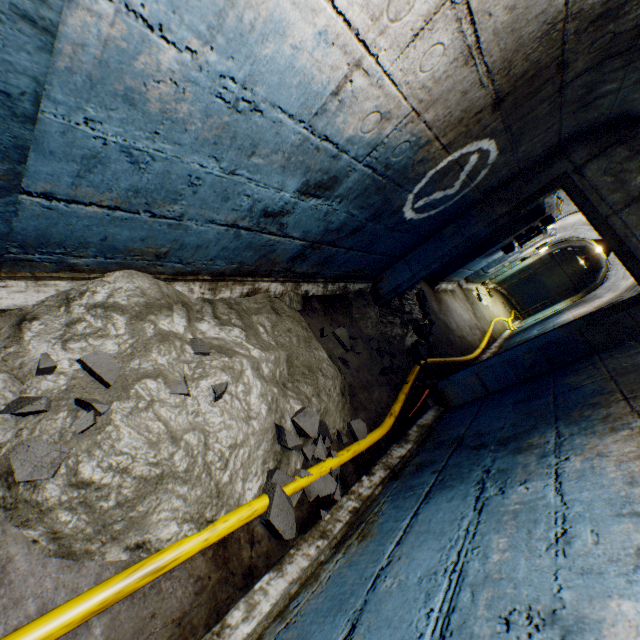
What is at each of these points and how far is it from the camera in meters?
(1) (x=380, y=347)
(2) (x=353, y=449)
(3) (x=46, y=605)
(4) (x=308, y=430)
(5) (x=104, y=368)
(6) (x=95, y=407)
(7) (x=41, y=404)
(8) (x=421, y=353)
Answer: (1) rock, 3.4
(2) cable, 2.3
(3) building tunnel, 1.0
(4) rock, 2.0
(5) rock, 1.4
(6) rock, 1.2
(7) rock, 1.2
(8) rock, 4.1

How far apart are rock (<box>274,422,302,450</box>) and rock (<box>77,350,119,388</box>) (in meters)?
0.91

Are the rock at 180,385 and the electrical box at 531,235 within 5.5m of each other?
no

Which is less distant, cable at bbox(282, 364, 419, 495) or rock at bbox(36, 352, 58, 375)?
rock at bbox(36, 352, 58, 375)

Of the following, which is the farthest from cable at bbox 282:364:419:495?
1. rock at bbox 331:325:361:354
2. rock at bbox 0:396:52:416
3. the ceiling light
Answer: the ceiling light

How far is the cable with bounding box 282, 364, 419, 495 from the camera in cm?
187

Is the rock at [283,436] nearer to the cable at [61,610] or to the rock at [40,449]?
the cable at [61,610]

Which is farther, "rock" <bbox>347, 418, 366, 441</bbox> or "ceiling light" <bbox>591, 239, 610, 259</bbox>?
"ceiling light" <bbox>591, 239, 610, 259</bbox>
